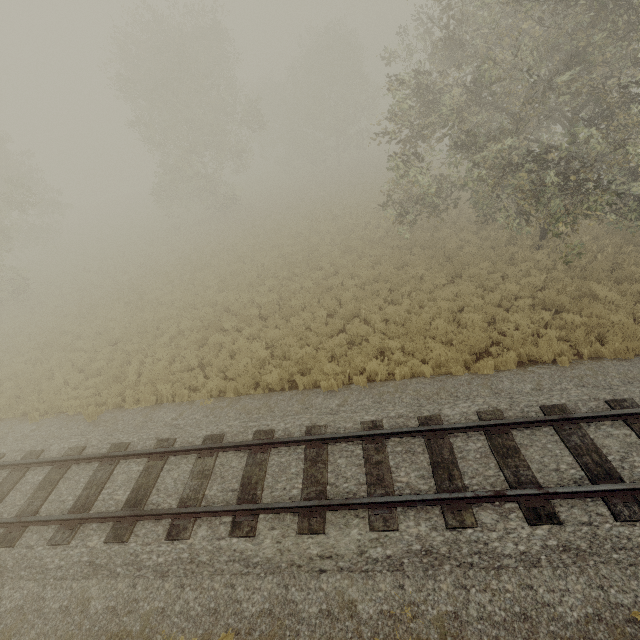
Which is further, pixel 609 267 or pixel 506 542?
pixel 609 267
